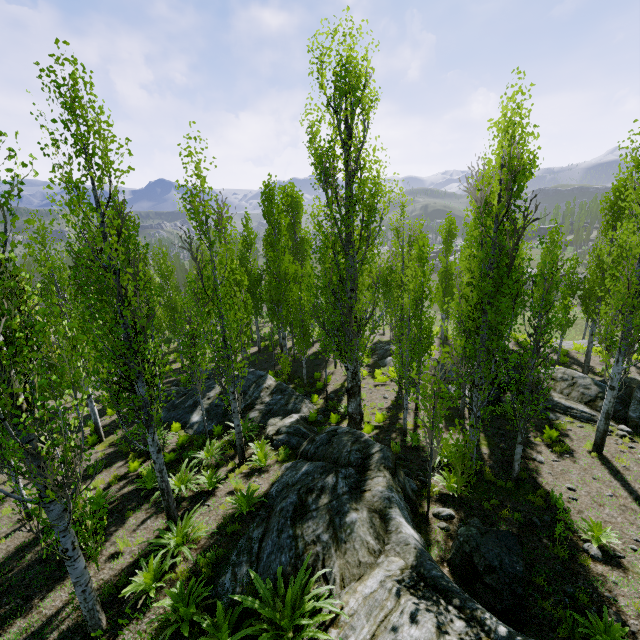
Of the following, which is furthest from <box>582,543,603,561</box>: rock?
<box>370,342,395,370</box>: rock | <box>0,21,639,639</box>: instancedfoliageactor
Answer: <box>370,342,395,370</box>: rock

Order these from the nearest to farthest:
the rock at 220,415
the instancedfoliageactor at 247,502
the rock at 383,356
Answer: the instancedfoliageactor at 247,502 < the rock at 220,415 < the rock at 383,356

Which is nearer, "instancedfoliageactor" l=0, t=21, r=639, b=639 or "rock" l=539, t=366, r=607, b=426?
"instancedfoliageactor" l=0, t=21, r=639, b=639

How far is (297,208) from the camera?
29.0 meters

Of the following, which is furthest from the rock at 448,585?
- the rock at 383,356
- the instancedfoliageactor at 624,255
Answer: the rock at 383,356

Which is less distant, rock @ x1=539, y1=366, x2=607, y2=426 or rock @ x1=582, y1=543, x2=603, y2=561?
rock @ x1=582, y1=543, x2=603, y2=561

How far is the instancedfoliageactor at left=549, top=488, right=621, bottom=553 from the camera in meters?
7.4

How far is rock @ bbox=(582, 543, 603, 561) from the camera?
7.3 meters
